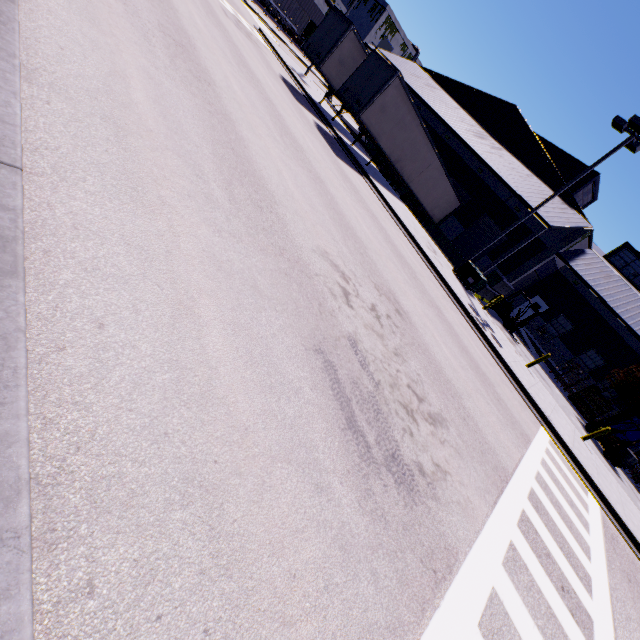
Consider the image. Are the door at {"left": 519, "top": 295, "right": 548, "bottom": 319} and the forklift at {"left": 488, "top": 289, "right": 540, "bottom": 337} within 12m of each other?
yes

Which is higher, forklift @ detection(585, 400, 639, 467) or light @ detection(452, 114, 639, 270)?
light @ detection(452, 114, 639, 270)

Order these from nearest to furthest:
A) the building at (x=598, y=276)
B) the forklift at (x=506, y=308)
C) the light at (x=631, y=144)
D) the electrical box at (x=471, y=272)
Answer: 1. the light at (x=631, y=144)
2. the electrical box at (x=471, y=272)
3. the forklift at (x=506, y=308)
4. the building at (x=598, y=276)

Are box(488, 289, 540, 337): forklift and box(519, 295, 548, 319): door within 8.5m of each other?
no

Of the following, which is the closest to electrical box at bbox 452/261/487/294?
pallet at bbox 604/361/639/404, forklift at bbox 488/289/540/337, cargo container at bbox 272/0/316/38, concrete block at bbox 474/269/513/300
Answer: concrete block at bbox 474/269/513/300

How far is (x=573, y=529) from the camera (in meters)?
7.73

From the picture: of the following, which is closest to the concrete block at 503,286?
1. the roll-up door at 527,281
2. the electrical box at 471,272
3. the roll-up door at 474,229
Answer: the roll-up door at 527,281

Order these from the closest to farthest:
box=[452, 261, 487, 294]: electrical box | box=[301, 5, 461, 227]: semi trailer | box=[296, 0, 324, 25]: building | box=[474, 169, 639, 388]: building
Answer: box=[301, 5, 461, 227]: semi trailer → box=[452, 261, 487, 294]: electrical box → box=[474, 169, 639, 388]: building → box=[296, 0, 324, 25]: building
